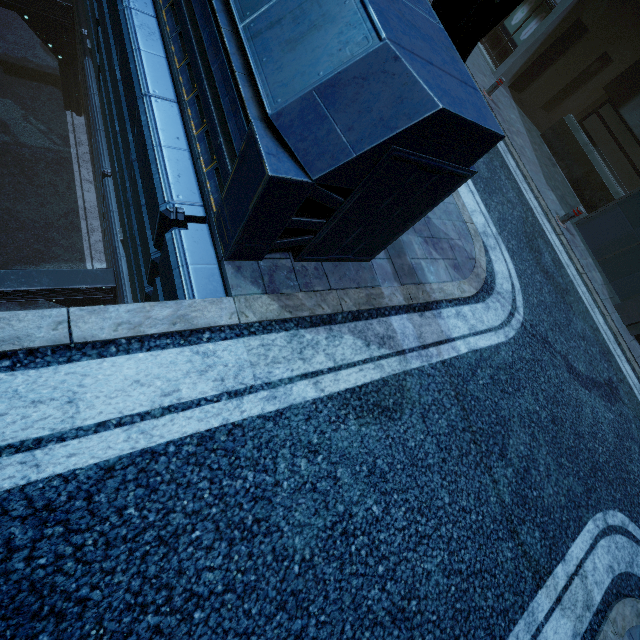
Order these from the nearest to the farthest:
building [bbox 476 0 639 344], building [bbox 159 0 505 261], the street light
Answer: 1. building [bbox 159 0 505 261]
2. the street light
3. building [bbox 476 0 639 344]

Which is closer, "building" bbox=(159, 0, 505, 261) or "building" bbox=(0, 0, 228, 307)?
"building" bbox=(159, 0, 505, 261)

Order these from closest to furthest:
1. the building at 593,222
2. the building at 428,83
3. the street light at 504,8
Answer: the building at 428,83 → the street light at 504,8 → the building at 593,222

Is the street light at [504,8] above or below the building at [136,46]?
above

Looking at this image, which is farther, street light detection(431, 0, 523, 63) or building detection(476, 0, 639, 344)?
building detection(476, 0, 639, 344)

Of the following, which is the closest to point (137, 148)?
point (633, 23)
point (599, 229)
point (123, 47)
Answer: point (123, 47)
